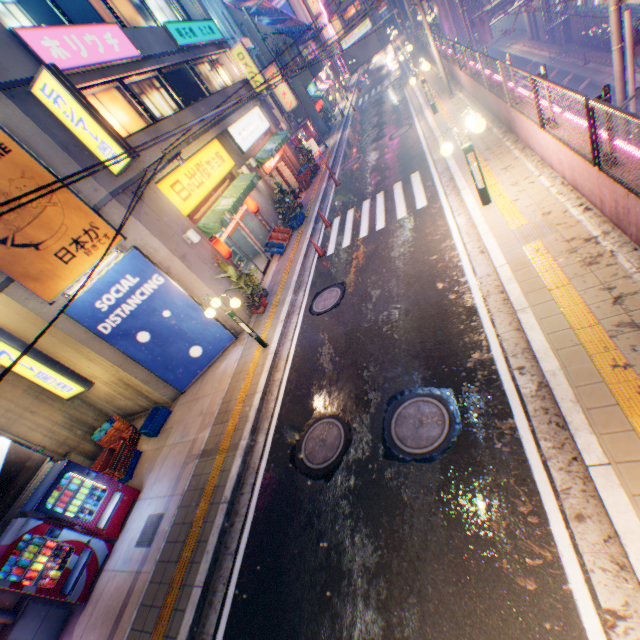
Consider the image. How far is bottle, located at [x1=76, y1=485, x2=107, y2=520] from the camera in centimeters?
775cm

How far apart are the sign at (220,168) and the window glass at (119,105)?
1.4 meters

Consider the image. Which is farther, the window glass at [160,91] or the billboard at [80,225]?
the window glass at [160,91]

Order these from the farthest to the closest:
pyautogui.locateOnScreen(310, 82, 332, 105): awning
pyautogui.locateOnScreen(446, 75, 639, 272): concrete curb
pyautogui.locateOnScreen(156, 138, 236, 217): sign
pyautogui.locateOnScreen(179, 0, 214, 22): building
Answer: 1. pyautogui.locateOnScreen(310, 82, 332, 105): awning
2. pyautogui.locateOnScreen(179, 0, 214, 22): building
3. pyautogui.locateOnScreen(156, 138, 236, 217): sign
4. pyautogui.locateOnScreen(446, 75, 639, 272): concrete curb

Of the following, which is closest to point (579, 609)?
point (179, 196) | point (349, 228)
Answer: point (349, 228)

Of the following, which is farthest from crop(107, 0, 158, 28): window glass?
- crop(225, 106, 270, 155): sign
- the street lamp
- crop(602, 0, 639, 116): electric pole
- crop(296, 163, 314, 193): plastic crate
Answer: crop(602, 0, 639, 116): electric pole

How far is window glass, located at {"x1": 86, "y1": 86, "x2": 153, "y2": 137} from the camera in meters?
10.6

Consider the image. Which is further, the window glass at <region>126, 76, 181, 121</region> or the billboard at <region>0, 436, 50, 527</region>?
the window glass at <region>126, 76, 181, 121</region>
